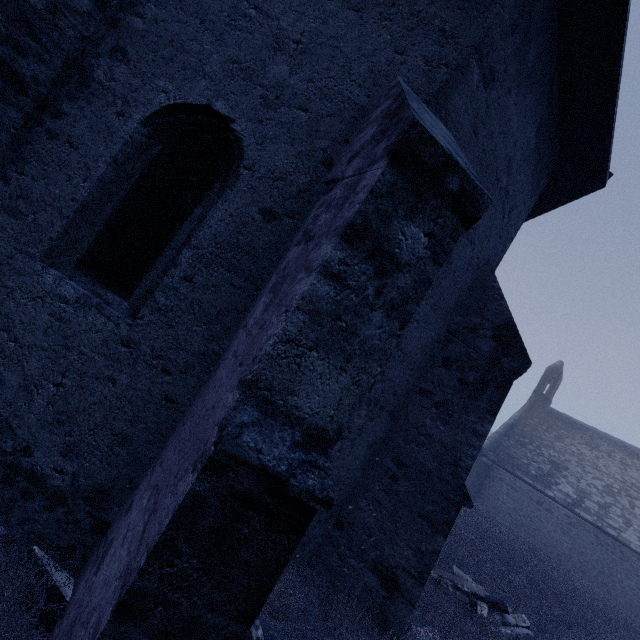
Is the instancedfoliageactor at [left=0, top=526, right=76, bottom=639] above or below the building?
below

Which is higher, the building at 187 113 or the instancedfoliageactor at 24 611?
the building at 187 113

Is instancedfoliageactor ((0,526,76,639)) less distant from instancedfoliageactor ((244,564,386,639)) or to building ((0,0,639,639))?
building ((0,0,639,639))

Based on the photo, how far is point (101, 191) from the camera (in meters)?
2.85

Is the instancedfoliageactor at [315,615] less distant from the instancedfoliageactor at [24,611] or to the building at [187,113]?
the building at [187,113]

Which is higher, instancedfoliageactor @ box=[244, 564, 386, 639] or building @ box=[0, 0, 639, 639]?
building @ box=[0, 0, 639, 639]

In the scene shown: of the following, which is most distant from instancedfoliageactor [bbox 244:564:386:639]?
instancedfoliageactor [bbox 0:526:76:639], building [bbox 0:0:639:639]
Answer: instancedfoliageactor [bbox 0:526:76:639]
